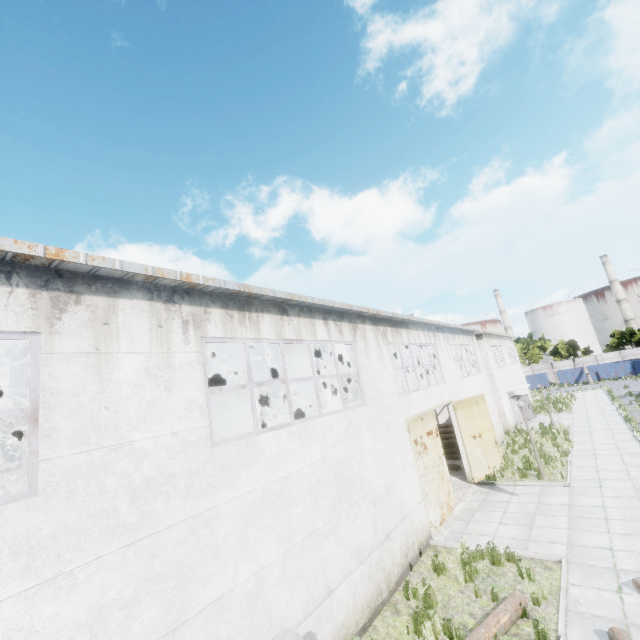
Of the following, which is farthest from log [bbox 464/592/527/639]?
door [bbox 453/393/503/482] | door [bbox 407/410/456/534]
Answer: door [bbox 453/393/503/482]

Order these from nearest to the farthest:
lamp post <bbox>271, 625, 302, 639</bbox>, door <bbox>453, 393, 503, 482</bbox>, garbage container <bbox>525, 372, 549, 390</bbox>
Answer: lamp post <bbox>271, 625, 302, 639</bbox>, door <bbox>453, 393, 503, 482</bbox>, garbage container <bbox>525, 372, 549, 390</bbox>

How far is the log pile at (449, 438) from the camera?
20.1 meters

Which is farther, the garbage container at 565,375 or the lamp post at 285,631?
the garbage container at 565,375

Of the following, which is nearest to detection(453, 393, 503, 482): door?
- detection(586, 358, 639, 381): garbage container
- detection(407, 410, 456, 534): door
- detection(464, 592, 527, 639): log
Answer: detection(407, 410, 456, 534): door

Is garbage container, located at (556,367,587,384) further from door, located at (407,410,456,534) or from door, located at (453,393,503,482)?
door, located at (407,410,456,534)

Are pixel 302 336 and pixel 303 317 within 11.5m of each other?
yes

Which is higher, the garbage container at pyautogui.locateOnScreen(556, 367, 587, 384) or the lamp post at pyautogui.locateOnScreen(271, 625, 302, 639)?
the lamp post at pyautogui.locateOnScreen(271, 625, 302, 639)
